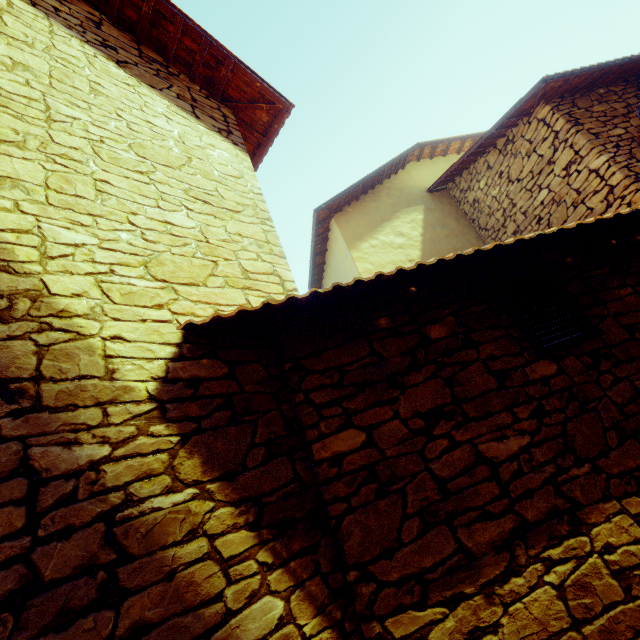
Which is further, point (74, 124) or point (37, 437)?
point (74, 124)

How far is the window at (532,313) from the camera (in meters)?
2.45

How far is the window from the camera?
2.5 meters
